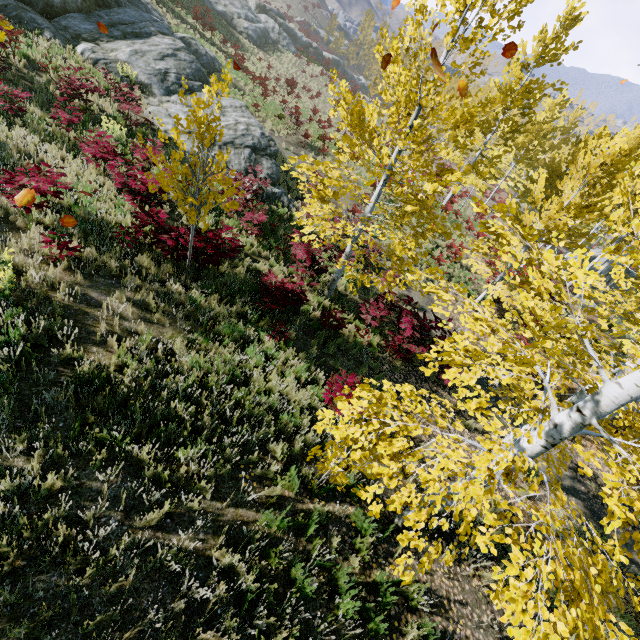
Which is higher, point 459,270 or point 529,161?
point 529,161

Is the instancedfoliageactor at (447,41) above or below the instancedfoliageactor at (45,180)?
above

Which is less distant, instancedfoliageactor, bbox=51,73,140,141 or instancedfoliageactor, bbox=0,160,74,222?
instancedfoliageactor, bbox=0,160,74,222

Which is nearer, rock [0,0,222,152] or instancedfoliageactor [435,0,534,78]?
instancedfoliageactor [435,0,534,78]

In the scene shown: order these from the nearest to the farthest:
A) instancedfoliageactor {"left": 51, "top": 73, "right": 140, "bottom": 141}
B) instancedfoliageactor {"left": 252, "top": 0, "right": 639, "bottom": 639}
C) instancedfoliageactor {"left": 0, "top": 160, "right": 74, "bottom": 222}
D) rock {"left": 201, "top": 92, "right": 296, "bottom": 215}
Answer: instancedfoliageactor {"left": 252, "top": 0, "right": 639, "bottom": 639} → instancedfoliageactor {"left": 0, "top": 160, "right": 74, "bottom": 222} → instancedfoliageactor {"left": 51, "top": 73, "right": 140, "bottom": 141} → rock {"left": 201, "top": 92, "right": 296, "bottom": 215}

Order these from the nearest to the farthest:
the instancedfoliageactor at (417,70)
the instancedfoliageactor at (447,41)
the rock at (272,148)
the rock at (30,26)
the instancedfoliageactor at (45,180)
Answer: the instancedfoliageactor at (417,70)
the instancedfoliageactor at (447,41)
the instancedfoliageactor at (45,180)
the rock at (30,26)
the rock at (272,148)
